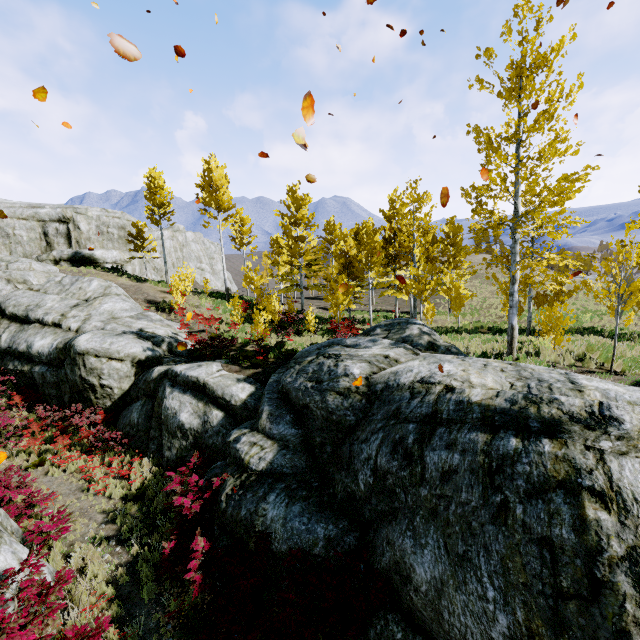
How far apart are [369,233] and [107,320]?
16.65m

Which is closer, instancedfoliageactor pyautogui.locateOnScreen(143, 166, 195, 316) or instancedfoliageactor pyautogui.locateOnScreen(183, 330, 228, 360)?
instancedfoliageactor pyautogui.locateOnScreen(183, 330, 228, 360)

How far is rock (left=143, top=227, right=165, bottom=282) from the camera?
35.1m

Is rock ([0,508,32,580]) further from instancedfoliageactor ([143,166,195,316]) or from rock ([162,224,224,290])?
rock ([162,224,224,290])

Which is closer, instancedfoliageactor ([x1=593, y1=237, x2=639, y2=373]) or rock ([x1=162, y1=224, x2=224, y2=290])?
instancedfoliageactor ([x1=593, y1=237, x2=639, y2=373])

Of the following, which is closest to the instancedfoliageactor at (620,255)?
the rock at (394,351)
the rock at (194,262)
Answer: the rock at (394,351)

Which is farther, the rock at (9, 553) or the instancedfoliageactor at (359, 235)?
the instancedfoliageactor at (359, 235)
